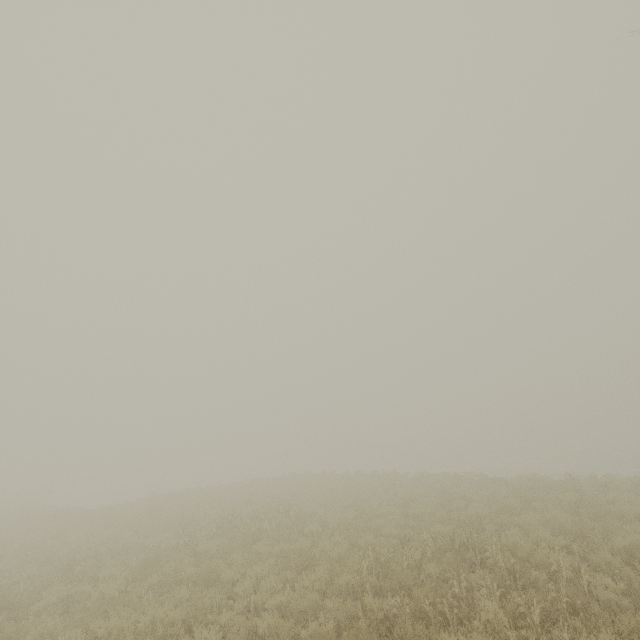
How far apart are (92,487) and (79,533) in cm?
4640
